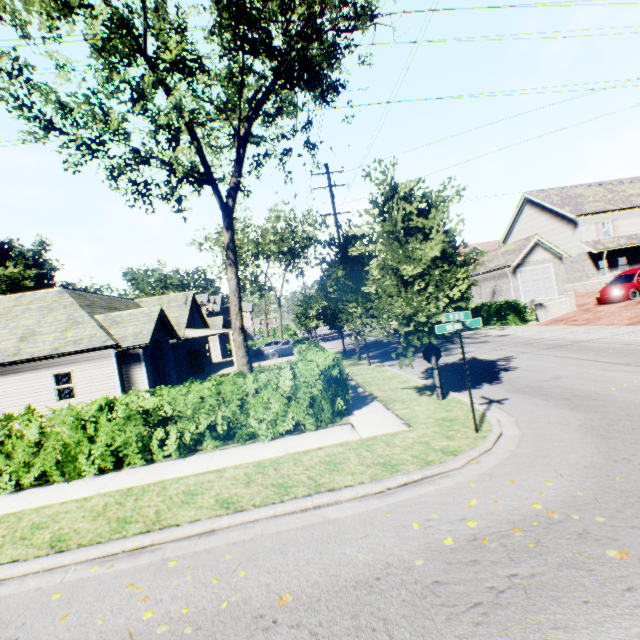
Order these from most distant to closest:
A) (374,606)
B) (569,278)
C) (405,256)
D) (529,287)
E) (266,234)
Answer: (266,234), (569,278), (529,287), (405,256), (374,606)

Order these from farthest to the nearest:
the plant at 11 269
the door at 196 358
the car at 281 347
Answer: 1. the plant at 11 269
2. the car at 281 347
3. the door at 196 358

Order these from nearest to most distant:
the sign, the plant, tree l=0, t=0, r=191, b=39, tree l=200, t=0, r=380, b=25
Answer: the sign → tree l=0, t=0, r=191, b=39 → tree l=200, t=0, r=380, b=25 → the plant

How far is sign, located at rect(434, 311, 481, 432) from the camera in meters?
6.4

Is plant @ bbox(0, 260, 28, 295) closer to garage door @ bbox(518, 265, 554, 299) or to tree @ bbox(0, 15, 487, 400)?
tree @ bbox(0, 15, 487, 400)

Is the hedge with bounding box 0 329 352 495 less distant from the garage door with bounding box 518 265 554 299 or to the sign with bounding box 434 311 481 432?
the sign with bounding box 434 311 481 432

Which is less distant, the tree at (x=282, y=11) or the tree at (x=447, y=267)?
the tree at (x=447, y=267)

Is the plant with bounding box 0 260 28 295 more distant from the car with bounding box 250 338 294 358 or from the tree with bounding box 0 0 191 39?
the car with bounding box 250 338 294 358
